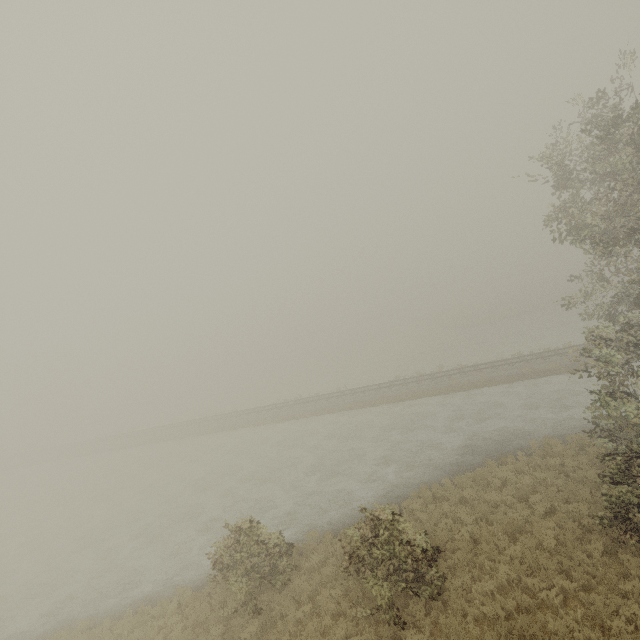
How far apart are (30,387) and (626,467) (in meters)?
78.61
